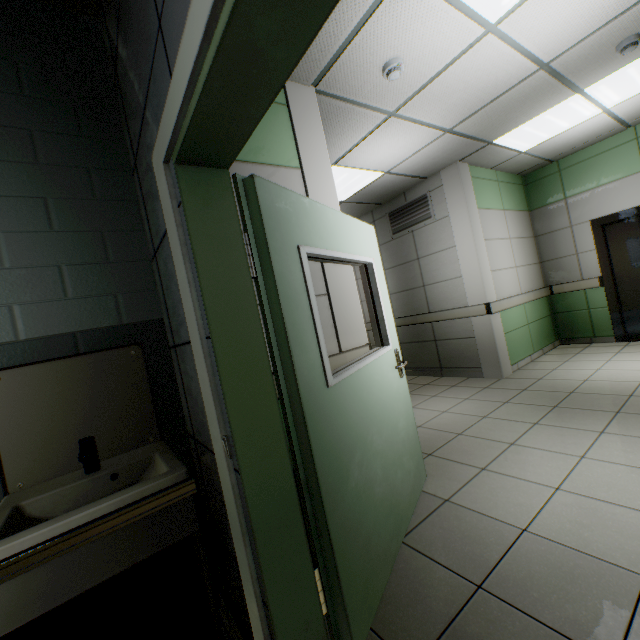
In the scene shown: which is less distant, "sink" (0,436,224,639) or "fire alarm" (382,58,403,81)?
"sink" (0,436,224,639)

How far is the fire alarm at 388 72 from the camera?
2.5m

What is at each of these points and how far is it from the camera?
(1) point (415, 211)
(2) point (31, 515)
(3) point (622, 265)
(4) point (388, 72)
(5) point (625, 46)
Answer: (1) ventilation grill, 5.47m
(2) sink, 1.20m
(3) elevator door, 5.29m
(4) fire alarm, 2.54m
(5) fire alarm, 2.86m

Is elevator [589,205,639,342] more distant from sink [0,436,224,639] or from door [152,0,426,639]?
sink [0,436,224,639]

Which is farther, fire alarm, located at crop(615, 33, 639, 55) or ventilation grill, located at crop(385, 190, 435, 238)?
ventilation grill, located at crop(385, 190, 435, 238)

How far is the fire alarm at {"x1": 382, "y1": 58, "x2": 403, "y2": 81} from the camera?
2.5m

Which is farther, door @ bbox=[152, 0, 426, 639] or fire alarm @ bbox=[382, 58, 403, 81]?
fire alarm @ bbox=[382, 58, 403, 81]

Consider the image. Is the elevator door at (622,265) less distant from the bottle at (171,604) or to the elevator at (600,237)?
the elevator at (600,237)
